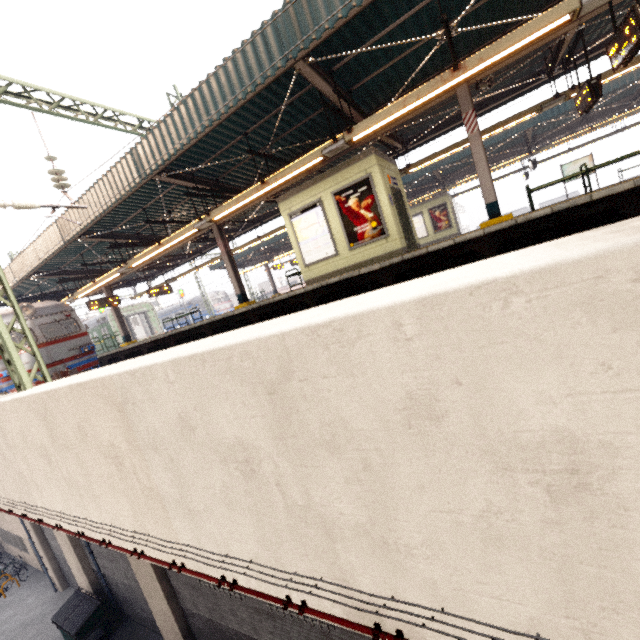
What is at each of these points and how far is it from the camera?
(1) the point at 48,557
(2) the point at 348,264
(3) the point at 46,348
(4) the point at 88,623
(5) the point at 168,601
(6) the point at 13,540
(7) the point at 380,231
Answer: (1) concrete pillar, 15.3m
(2) elevator, 9.8m
(3) train, 11.9m
(4) dumpster, 11.6m
(5) concrete pillar, 9.8m
(6) window, 18.8m
(7) sign, 9.0m

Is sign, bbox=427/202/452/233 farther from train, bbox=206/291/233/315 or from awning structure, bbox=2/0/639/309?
train, bbox=206/291/233/315

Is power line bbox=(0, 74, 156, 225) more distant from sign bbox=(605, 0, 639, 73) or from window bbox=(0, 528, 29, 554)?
window bbox=(0, 528, 29, 554)

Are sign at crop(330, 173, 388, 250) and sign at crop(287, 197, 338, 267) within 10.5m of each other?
yes

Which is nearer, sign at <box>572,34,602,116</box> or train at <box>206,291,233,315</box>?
sign at <box>572,34,602,116</box>

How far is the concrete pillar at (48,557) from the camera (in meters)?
15.12

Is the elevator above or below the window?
above

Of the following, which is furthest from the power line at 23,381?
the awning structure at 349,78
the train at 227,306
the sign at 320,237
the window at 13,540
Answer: the train at 227,306
